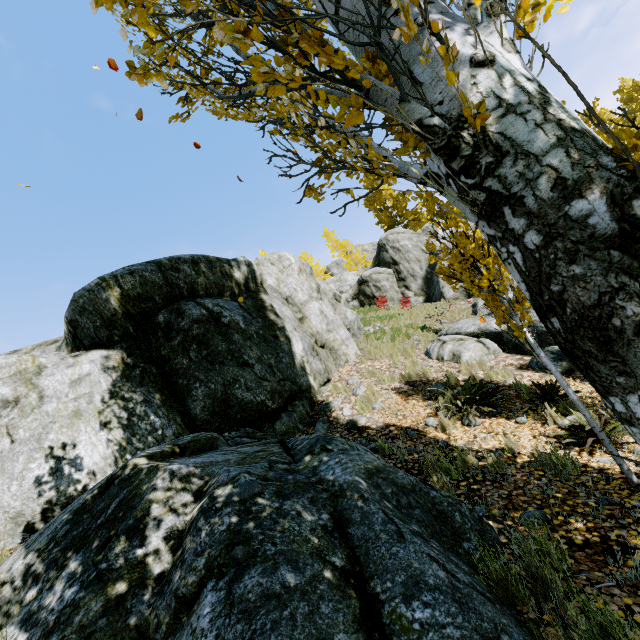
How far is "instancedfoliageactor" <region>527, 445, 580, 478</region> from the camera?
3.8 meters

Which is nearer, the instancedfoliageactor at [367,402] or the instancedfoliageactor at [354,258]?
the instancedfoliageactor at [367,402]

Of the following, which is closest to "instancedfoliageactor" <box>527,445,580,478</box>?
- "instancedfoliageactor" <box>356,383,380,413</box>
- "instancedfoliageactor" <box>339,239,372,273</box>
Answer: "instancedfoliageactor" <box>356,383,380,413</box>

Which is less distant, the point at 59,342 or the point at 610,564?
the point at 610,564

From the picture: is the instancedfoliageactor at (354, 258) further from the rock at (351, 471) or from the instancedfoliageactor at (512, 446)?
the instancedfoliageactor at (512, 446)

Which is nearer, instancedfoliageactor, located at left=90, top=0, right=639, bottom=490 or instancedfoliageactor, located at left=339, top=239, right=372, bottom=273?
instancedfoliageactor, located at left=90, top=0, right=639, bottom=490
